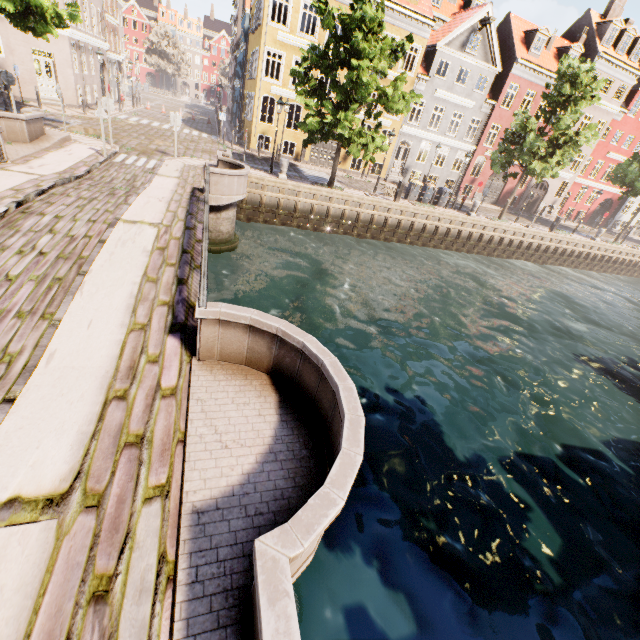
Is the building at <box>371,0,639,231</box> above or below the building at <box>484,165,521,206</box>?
above

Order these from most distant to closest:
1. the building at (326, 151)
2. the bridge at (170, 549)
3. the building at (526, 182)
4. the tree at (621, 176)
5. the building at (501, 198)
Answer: the building at (526, 182) < the building at (501, 198) < the building at (326, 151) < the tree at (621, 176) < the bridge at (170, 549)

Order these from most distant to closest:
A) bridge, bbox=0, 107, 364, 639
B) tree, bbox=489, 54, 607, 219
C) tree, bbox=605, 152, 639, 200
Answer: tree, bbox=605, 152, 639, 200
tree, bbox=489, 54, 607, 219
bridge, bbox=0, 107, 364, 639

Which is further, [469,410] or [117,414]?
[469,410]

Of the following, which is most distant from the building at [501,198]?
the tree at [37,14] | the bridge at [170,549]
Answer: the bridge at [170,549]

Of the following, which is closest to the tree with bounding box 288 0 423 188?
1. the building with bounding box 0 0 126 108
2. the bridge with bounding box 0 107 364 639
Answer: the bridge with bounding box 0 107 364 639

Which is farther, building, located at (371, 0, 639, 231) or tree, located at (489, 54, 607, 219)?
building, located at (371, 0, 639, 231)
